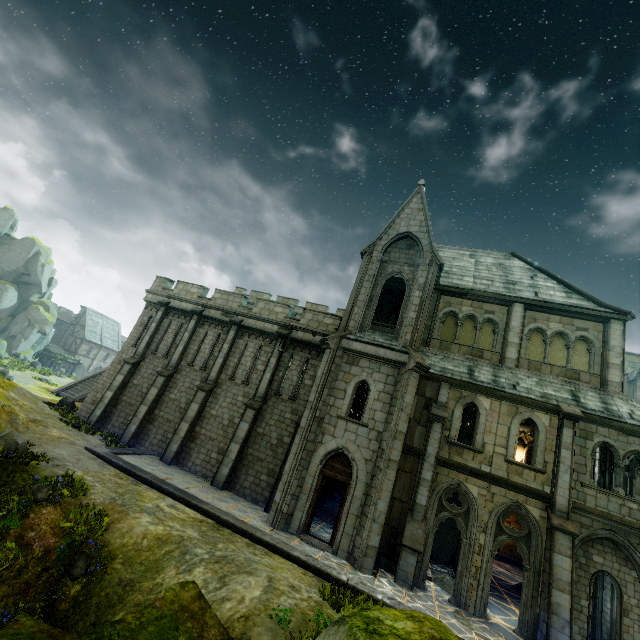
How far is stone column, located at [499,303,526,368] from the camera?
16.0 meters

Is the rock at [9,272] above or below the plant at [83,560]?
above

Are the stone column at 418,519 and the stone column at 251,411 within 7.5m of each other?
no

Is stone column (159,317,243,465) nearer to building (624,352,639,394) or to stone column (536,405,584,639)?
stone column (536,405,584,639)

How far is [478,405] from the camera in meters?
14.5

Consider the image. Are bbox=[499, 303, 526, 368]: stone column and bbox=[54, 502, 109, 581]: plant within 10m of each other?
no

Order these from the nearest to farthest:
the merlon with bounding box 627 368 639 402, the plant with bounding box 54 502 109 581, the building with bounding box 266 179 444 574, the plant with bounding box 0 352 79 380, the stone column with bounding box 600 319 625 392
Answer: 1. the plant with bounding box 54 502 109 581
2. the building with bounding box 266 179 444 574
3. the stone column with bounding box 600 319 625 392
4. the plant with bounding box 0 352 79 380
5. the merlon with bounding box 627 368 639 402

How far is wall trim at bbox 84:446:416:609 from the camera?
10.5m
